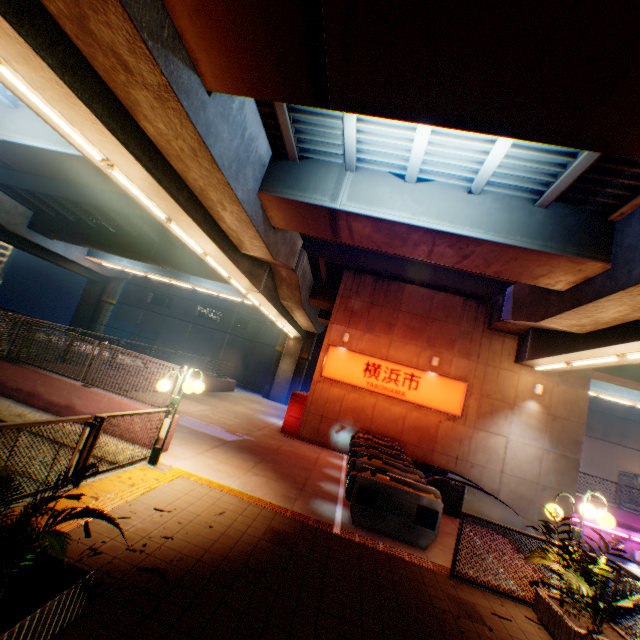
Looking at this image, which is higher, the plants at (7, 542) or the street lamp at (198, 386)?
the street lamp at (198, 386)

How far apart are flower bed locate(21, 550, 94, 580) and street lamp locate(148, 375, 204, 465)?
3.9 meters

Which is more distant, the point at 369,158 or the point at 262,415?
the point at 262,415

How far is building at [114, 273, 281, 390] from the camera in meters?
42.2 m

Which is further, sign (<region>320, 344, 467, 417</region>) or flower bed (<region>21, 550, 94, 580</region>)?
sign (<region>320, 344, 467, 417</region>)

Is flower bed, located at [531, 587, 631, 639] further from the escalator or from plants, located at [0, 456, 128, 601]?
plants, located at [0, 456, 128, 601]

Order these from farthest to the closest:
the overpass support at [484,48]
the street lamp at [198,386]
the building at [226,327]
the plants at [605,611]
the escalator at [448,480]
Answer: the building at [226,327], the escalator at [448,480], the street lamp at [198,386], the plants at [605,611], the overpass support at [484,48]

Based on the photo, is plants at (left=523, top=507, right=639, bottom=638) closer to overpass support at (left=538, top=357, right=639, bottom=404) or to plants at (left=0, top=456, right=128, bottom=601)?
overpass support at (left=538, top=357, right=639, bottom=404)
